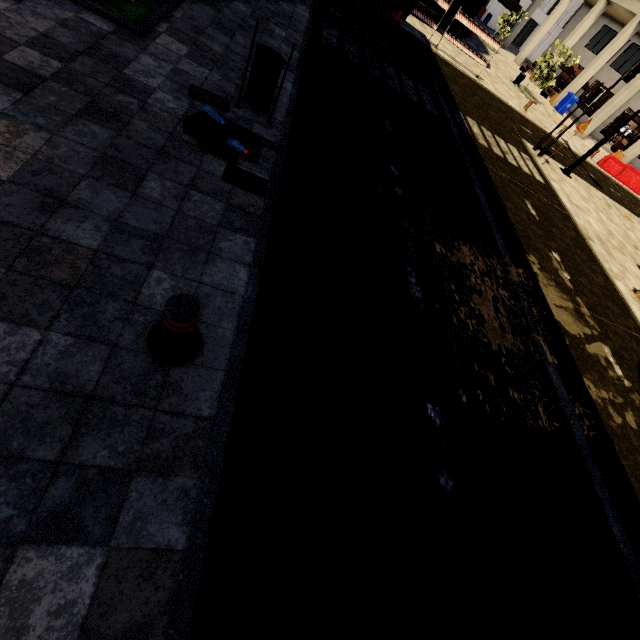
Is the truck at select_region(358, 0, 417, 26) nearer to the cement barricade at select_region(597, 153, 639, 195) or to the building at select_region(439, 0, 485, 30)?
the building at select_region(439, 0, 485, 30)

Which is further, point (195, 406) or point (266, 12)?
point (266, 12)

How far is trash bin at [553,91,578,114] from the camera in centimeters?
2442cm

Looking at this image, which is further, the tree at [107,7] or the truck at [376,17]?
the truck at [376,17]

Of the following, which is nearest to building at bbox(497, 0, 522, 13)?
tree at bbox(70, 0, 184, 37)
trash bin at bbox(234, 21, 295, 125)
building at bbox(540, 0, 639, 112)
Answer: tree at bbox(70, 0, 184, 37)

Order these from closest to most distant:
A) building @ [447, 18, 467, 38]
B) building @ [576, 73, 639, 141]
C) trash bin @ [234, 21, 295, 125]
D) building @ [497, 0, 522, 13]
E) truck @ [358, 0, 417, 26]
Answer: trash bin @ [234, 21, 295, 125]
truck @ [358, 0, 417, 26]
building @ [497, 0, 522, 13]
building @ [447, 18, 467, 38]
building @ [576, 73, 639, 141]

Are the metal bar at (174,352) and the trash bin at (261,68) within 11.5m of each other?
yes

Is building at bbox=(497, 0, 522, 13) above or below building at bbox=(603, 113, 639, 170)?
above
